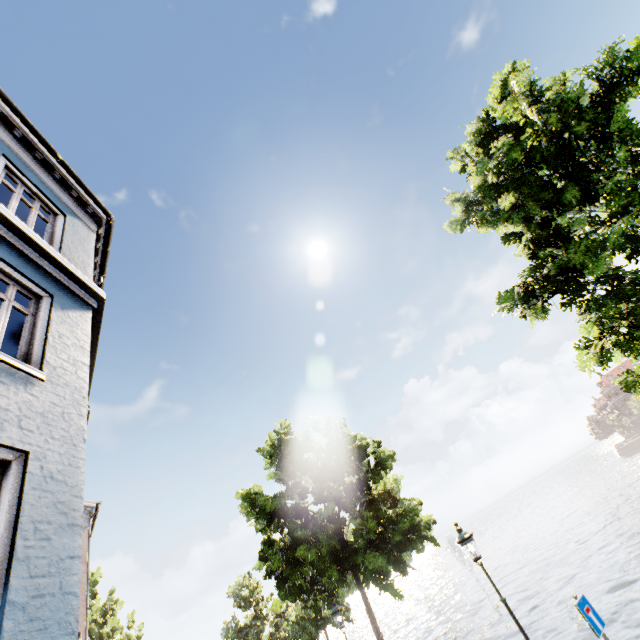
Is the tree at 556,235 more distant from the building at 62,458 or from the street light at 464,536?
the building at 62,458

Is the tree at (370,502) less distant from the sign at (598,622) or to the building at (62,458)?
the sign at (598,622)

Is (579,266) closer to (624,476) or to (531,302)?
(531,302)

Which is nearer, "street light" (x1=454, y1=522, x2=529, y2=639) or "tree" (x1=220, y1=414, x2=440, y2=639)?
"street light" (x1=454, y1=522, x2=529, y2=639)

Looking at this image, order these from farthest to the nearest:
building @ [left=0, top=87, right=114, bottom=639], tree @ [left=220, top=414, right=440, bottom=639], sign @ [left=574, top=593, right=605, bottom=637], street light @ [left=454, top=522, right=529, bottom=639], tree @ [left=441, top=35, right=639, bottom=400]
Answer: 1. tree @ [left=220, top=414, right=440, bottom=639]
2. street light @ [left=454, top=522, right=529, bottom=639]
3. sign @ [left=574, top=593, right=605, bottom=637]
4. tree @ [left=441, top=35, right=639, bottom=400]
5. building @ [left=0, top=87, right=114, bottom=639]

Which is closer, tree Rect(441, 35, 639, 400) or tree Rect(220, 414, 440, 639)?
tree Rect(441, 35, 639, 400)

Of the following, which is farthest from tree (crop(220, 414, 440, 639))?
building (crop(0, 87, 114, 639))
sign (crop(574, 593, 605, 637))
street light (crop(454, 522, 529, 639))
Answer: building (crop(0, 87, 114, 639))

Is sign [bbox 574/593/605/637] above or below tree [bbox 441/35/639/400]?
below
